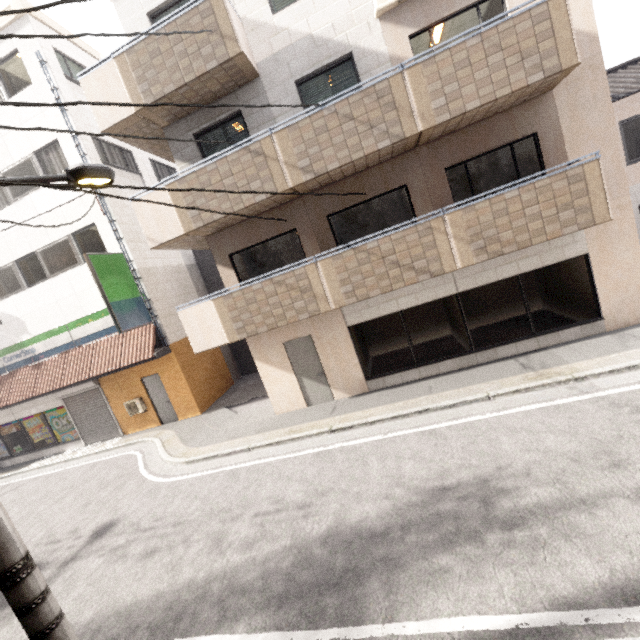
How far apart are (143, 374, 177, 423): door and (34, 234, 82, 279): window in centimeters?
482cm

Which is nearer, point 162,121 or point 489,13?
point 489,13

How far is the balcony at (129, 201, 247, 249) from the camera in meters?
8.0

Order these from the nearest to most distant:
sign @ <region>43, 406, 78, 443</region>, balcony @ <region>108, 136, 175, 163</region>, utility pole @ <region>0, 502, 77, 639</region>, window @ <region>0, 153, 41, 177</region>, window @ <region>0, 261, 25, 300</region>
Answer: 1. utility pole @ <region>0, 502, 77, 639</region>
2. balcony @ <region>108, 136, 175, 163</region>
3. window @ <region>0, 153, 41, 177</region>
4. window @ <region>0, 261, 25, 300</region>
5. sign @ <region>43, 406, 78, 443</region>

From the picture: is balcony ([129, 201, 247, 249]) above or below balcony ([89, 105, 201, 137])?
below

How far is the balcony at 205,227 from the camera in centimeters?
795cm

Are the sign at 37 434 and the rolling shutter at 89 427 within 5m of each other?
yes

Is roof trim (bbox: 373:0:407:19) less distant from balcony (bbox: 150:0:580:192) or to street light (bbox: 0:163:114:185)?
balcony (bbox: 150:0:580:192)
